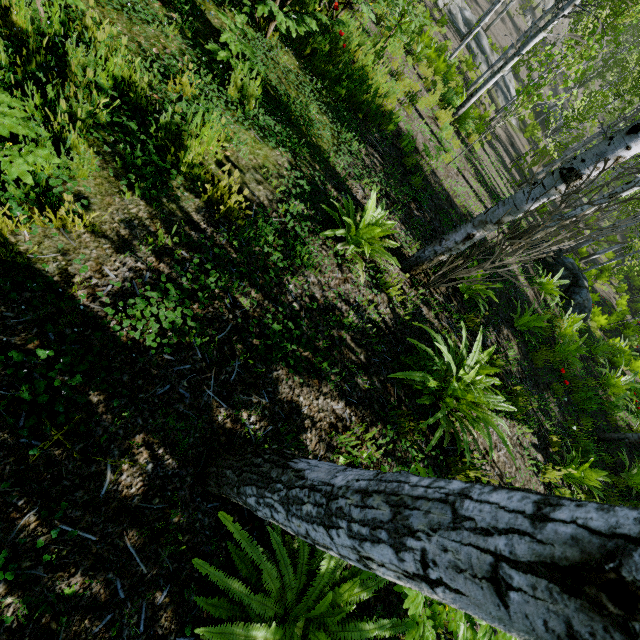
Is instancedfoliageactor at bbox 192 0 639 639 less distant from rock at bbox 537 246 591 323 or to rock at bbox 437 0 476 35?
rock at bbox 537 246 591 323

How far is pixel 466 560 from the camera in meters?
0.6 m

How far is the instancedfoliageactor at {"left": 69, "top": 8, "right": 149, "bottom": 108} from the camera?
2.47m

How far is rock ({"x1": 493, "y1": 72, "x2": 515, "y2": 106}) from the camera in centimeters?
2375cm

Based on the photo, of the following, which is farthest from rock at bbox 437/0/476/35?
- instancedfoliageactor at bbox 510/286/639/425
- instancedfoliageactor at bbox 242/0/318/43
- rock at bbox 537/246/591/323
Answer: instancedfoliageactor at bbox 510/286/639/425

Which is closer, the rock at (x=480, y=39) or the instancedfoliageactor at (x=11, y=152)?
the instancedfoliageactor at (x=11, y=152)

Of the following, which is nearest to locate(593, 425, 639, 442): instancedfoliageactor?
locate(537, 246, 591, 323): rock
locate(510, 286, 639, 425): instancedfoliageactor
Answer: locate(537, 246, 591, 323): rock

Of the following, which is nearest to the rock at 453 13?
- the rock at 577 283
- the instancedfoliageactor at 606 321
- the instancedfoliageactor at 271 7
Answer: the instancedfoliageactor at 271 7
